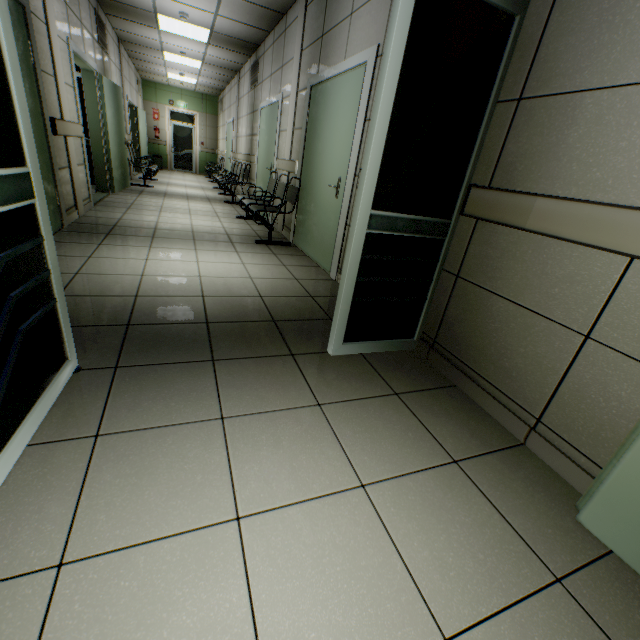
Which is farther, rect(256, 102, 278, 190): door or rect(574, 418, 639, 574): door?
rect(256, 102, 278, 190): door

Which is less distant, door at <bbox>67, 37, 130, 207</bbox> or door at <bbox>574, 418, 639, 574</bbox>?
door at <bbox>574, 418, 639, 574</bbox>

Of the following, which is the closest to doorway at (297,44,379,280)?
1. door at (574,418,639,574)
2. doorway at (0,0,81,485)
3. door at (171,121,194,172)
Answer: doorway at (0,0,81,485)

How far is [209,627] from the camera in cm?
85

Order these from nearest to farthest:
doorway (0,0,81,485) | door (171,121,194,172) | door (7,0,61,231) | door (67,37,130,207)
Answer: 1. doorway (0,0,81,485)
2. door (7,0,61,231)
3. door (67,37,130,207)
4. door (171,121,194,172)

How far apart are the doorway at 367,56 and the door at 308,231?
0.0 meters

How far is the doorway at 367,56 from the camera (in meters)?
2.95

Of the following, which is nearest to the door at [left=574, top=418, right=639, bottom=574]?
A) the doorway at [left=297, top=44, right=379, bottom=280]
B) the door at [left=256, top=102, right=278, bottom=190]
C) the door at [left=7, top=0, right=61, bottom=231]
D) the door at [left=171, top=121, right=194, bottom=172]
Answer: the doorway at [left=297, top=44, right=379, bottom=280]
